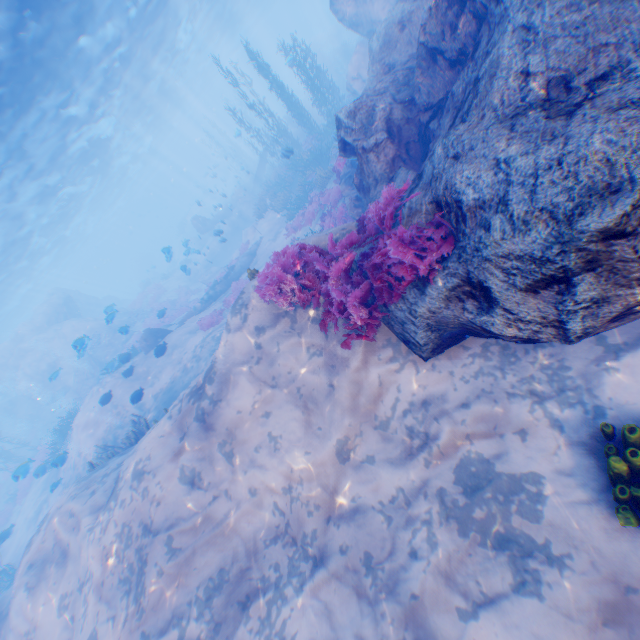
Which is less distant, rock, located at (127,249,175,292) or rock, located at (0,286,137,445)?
rock, located at (0,286,137,445)

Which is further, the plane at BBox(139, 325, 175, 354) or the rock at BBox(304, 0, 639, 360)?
the plane at BBox(139, 325, 175, 354)

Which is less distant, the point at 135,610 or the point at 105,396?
the point at 135,610

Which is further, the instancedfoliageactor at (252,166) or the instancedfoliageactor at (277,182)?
the instancedfoliageactor at (252,166)

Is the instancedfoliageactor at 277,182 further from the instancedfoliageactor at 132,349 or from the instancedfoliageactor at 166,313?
the instancedfoliageactor at 132,349

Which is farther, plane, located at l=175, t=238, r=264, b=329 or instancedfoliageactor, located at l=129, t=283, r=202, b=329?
instancedfoliageactor, located at l=129, t=283, r=202, b=329

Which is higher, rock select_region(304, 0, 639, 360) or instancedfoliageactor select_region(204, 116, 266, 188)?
rock select_region(304, 0, 639, 360)

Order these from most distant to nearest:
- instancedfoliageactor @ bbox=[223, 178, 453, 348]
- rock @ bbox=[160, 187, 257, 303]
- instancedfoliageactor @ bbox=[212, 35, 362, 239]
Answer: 1. rock @ bbox=[160, 187, 257, 303]
2. instancedfoliageactor @ bbox=[212, 35, 362, 239]
3. instancedfoliageactor @ bbox=[223, 178, 453, 348]
